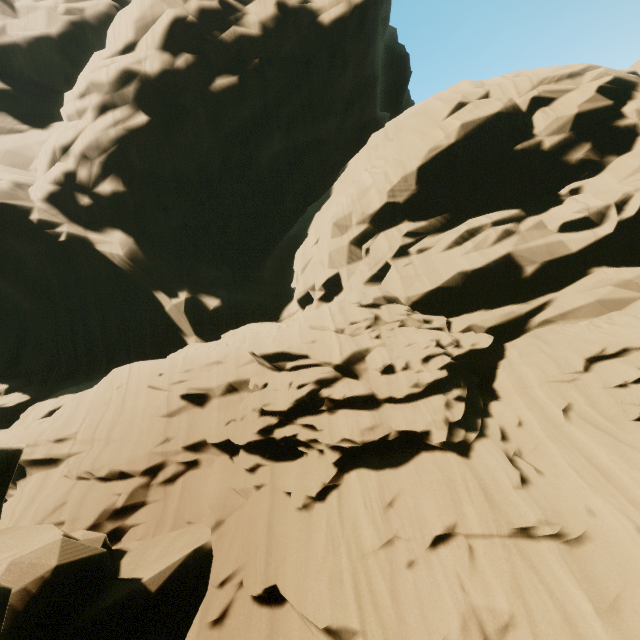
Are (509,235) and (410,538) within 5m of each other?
no
